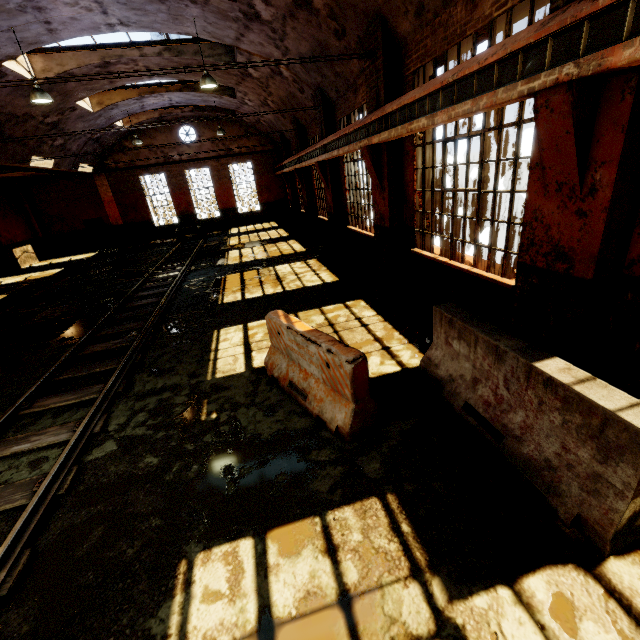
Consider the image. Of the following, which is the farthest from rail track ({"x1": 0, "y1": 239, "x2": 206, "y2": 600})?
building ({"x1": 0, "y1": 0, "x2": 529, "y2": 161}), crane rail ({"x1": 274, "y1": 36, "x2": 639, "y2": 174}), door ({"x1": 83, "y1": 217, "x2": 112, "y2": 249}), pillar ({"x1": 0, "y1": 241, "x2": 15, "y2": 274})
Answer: pillar ({"x1": 0, "y1": 241, "x2": 15, "y2": 274})

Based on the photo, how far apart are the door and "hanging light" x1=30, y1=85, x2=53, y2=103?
16.1m

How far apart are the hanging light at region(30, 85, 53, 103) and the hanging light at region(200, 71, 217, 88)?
4.2 meters

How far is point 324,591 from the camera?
2.5m

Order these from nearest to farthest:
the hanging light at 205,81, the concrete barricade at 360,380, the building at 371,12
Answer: the concrete barricade at 360,380 → the building at 371,12 → the hanging light at 205,81

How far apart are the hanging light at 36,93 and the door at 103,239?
16.05m

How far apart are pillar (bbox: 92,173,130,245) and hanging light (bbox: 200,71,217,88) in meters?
16.9 m

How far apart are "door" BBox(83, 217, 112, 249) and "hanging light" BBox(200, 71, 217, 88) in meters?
18.1 m
